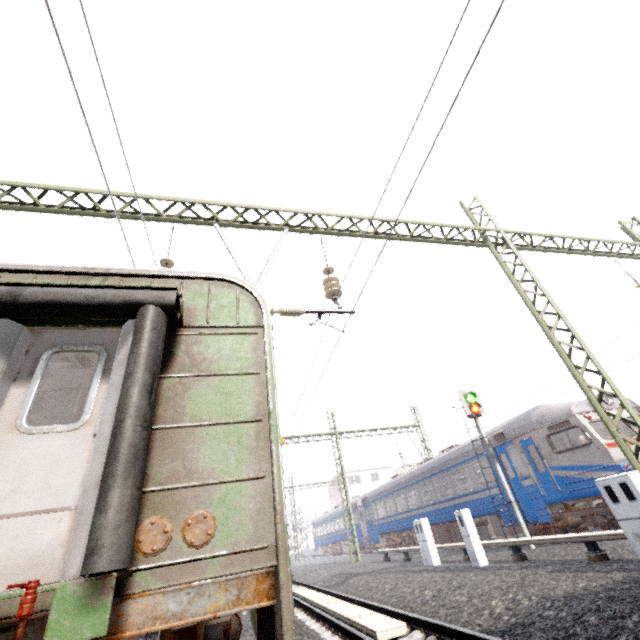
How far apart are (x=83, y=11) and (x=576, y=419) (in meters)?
15.04

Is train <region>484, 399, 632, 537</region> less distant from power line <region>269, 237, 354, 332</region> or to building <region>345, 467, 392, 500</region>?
building <region>345, 467, 392, 500</region>

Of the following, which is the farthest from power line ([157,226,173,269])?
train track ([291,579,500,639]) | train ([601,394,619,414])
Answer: train track ([291,579,500,639])

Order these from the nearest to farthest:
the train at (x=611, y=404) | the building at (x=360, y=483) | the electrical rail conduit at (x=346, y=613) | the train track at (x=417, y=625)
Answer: the train track at (x=417, y=625) → the electrical rail conduit at (x=346, y=613) → the train at (x=611, y=404) → the building at (x=360, y=483)

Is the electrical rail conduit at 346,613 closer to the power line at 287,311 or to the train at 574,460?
the power line at 287,311

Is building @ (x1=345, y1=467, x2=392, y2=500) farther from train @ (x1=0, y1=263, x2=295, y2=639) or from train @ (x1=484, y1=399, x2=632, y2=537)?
train @ (x1=0, y1=263, x2=295, y2=639)

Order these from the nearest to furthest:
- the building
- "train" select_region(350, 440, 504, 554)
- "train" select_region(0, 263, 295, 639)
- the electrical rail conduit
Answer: "train" select_region(0, 263, 295, 639)
the electrical rail conduit
"train" select_region(350, 440, 504, 554)
the building

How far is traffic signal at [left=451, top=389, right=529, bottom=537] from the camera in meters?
11.8
